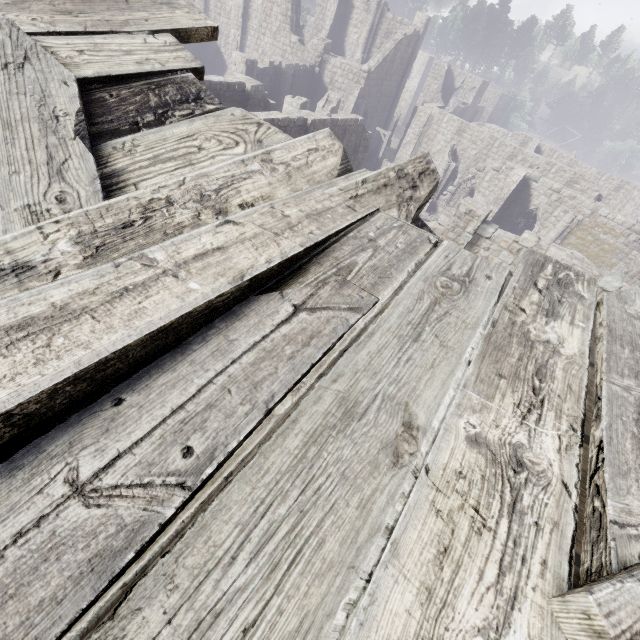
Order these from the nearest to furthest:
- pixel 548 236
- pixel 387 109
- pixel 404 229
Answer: pixel 404 229
pixel 548 236
pixel 387 109

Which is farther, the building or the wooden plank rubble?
the building

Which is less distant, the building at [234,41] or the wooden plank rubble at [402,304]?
the wooden plank rubble at [402,304]
